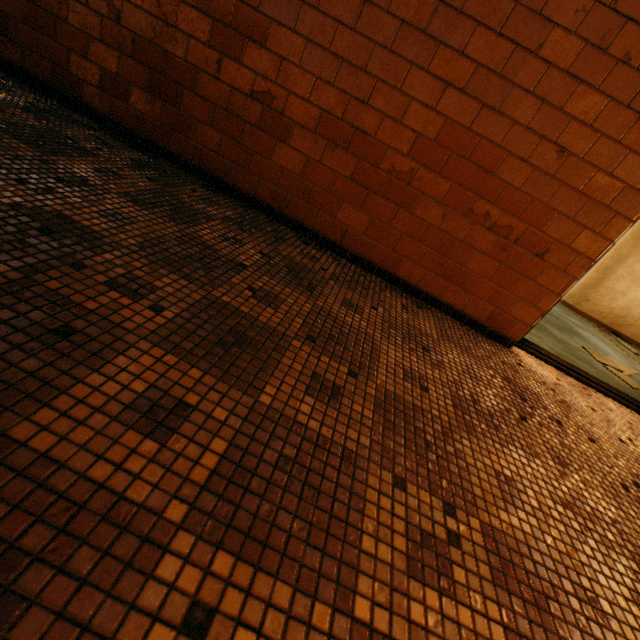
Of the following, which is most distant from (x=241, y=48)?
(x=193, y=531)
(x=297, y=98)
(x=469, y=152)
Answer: (x=193, y=531)
